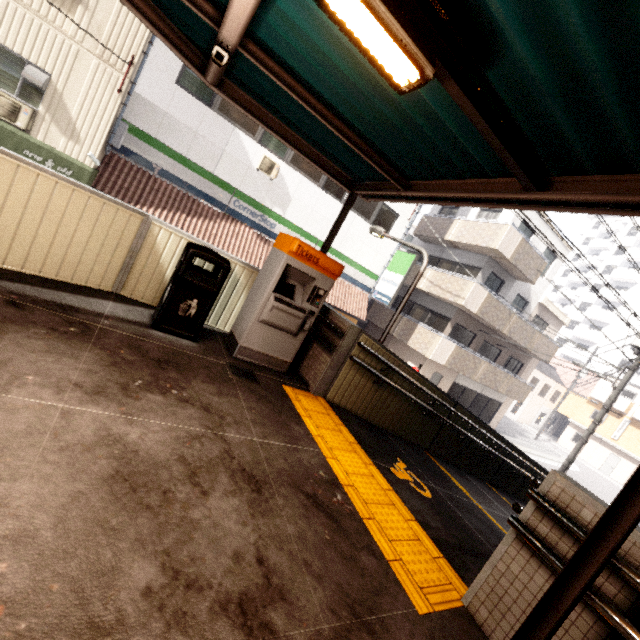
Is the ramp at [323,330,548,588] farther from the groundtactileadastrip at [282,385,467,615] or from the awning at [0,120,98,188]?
the awning at [0,120,98,188]

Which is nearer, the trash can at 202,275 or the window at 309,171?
the trash can at 202,275

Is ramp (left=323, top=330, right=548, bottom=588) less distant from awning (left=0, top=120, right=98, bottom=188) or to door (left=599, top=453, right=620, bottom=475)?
awning (left=0, top=120, right=98, bottom=188)

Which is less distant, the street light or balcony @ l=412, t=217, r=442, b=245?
the street light

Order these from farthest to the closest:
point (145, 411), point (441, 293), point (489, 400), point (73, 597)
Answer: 1. point (489, 400)
2. point (441, 293)
3. point (145, 411)
4. point (73, 597)

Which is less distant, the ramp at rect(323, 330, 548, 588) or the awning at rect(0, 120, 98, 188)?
the ramp at rect(323, 330, 548, 588)

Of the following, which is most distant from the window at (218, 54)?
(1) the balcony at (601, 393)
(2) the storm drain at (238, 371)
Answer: (1) the balcony at (601, 393)

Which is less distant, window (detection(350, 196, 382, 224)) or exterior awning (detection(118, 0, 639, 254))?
exterior awning (detection(118, 0, 639, 254))
